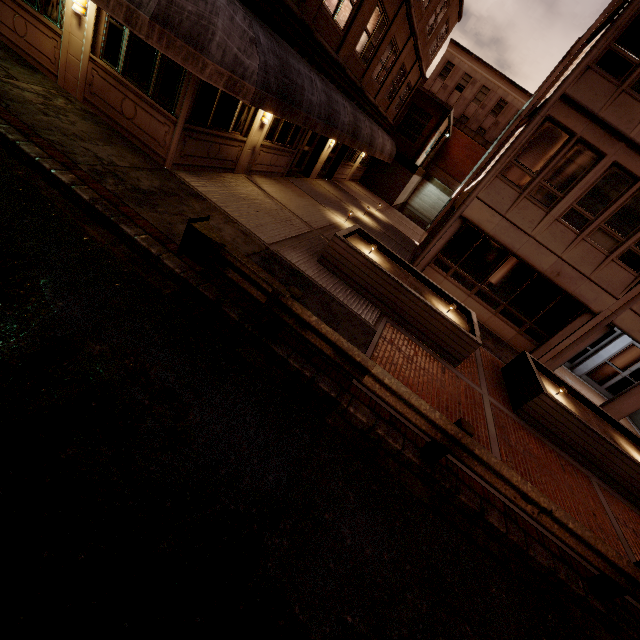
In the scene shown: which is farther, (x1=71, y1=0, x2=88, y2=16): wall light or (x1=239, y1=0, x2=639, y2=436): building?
(x1=239, y1=0, x2=639, y2=436): building

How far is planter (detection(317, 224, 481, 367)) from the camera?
8.77m

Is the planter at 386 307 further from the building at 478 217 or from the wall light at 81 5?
the wall light at 81 5

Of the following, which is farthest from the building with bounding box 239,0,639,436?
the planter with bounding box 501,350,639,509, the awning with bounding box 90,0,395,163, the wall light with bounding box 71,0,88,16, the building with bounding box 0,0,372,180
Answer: the wall light with bounding box 71,0,88,16

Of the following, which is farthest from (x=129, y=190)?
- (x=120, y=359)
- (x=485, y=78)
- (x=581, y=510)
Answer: (x=485, y=78)

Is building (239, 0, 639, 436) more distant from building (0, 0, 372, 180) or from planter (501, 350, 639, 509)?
building (0, 0, 372, 180)

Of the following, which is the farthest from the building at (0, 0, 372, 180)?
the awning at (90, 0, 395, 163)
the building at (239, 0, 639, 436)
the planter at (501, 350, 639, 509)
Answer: the planter at (501, 350, 639, 509)

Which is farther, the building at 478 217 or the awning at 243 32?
the building at 478 217
